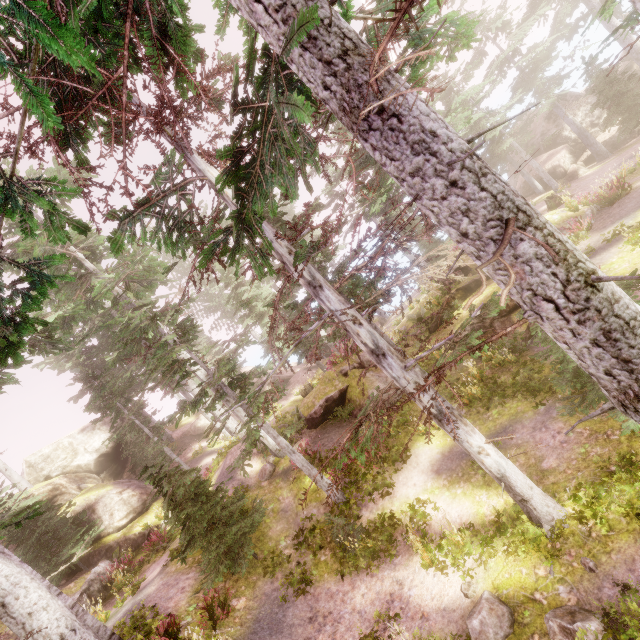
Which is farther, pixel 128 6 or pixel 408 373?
pixel 408 373

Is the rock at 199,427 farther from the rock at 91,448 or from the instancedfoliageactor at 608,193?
the rock at 91,448

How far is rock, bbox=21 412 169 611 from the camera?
16.21m

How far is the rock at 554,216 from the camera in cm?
1755

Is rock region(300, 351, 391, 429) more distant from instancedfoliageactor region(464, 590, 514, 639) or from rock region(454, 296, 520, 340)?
rock region(454, 296, 520, 340)

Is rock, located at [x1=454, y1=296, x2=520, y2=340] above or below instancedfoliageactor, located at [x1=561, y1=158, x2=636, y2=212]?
above

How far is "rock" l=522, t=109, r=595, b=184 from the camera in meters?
28.5

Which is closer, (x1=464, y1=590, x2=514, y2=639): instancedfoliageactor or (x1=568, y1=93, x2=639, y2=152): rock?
(x1=464, y1=590, x2=514, y2=639): instancedfoliageactor
